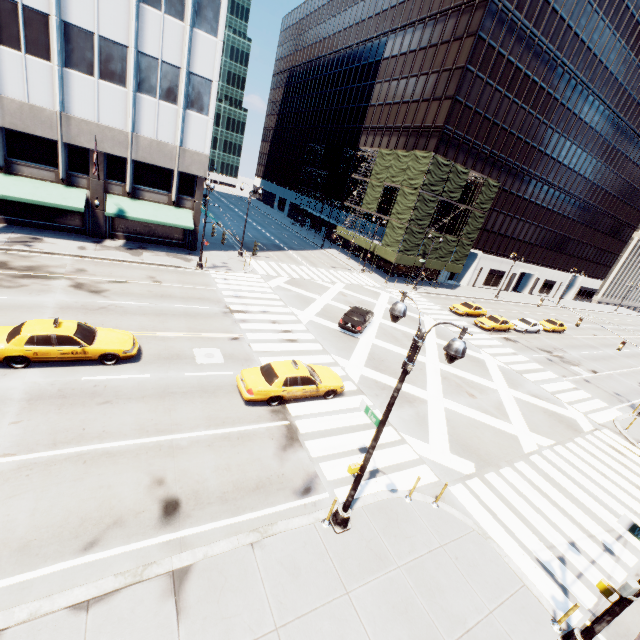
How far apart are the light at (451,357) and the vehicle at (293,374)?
5.2m

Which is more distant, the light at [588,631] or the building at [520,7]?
the building at [520,7]

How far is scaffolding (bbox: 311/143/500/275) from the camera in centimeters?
3831cm

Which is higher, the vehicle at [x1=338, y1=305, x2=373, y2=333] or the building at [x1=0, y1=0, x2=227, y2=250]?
the building at [x1=0, y1=0, x2=227, y2=250]

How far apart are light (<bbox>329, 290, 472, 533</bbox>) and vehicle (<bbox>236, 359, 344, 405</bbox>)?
5.2m

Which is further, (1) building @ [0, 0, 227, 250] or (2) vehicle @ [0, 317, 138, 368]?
(1) building @ [0, 0, 227, 250]

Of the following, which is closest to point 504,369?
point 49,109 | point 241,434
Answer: point 241,434

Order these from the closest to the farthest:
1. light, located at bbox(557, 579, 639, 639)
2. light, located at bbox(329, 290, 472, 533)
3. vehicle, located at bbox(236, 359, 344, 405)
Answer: light, located at bbox(329, 290, 472, 533), light, located at bbox(557, 579, 639, 639), vehicle, located at bbox(236, 359, 344, 405)
